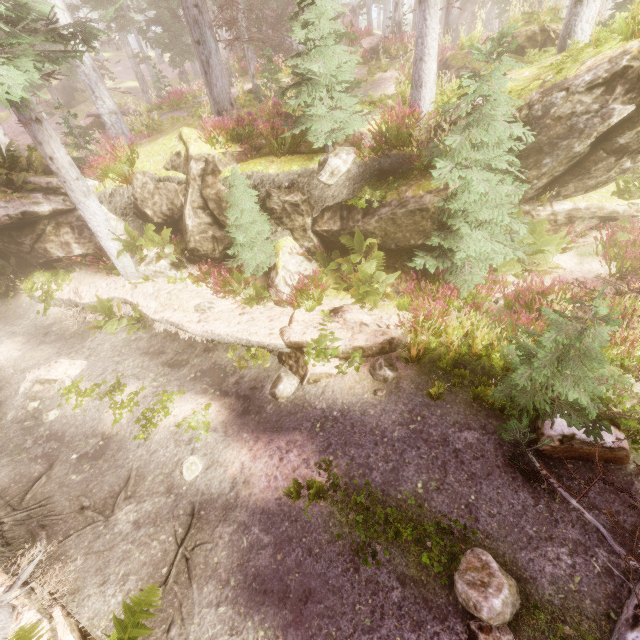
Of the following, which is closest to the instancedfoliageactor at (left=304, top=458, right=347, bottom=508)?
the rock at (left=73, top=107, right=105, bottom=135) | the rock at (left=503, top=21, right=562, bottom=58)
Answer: the rock at (left=503, top=21, right=562, bottom=58)

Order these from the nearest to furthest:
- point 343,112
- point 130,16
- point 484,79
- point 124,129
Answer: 1. point 484,79
2. point 343,112
3. point 124,129
4. point 130,16

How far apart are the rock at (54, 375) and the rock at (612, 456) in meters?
10.8 m

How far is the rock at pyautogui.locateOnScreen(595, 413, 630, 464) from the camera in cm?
482

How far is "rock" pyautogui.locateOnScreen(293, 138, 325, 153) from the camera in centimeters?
848cm

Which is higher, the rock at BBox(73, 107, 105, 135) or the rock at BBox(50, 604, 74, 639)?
the rock at BBox(73, 107, 105, 135)

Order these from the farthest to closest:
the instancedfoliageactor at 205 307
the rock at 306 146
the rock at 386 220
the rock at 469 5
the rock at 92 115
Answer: the rock at 469 5
the rock at 92 115
the instancedfoliageactor at 205 307
the rock at 306 146
the rock at 386 220

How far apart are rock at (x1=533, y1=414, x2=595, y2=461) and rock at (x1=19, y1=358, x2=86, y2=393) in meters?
10.8
